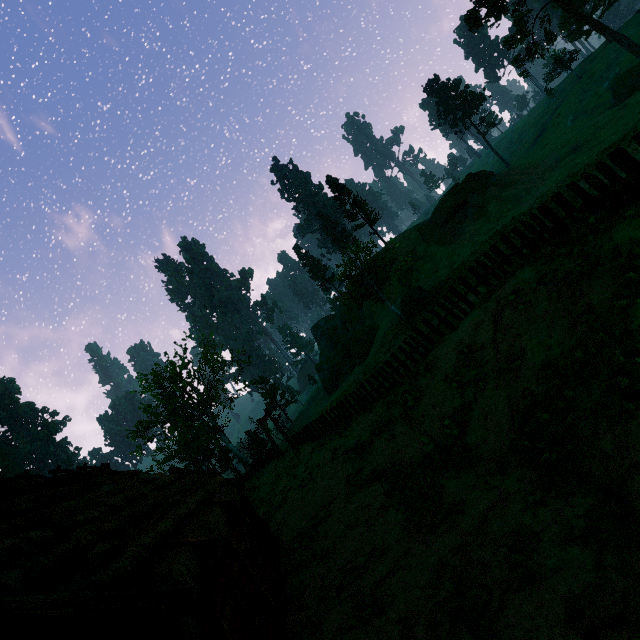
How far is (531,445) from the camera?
7.07m

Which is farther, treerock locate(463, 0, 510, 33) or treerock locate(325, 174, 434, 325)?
treerock locate(325, 174, 434, 325)

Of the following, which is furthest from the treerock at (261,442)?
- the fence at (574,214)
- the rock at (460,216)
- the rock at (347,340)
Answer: the rock at (460,216)

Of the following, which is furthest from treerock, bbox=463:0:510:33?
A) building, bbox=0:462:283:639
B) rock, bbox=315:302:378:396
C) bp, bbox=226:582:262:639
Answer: bp, bbox=226:582:262:639

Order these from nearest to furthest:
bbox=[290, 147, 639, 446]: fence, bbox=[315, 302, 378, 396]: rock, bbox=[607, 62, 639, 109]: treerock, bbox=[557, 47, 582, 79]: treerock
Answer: bbox=[290, 147, 639, 446]: fence → bbox=[607, 62, 639, 109]: treerock → bbox=[315, 302, 378, 396]: rock → bbox=[557, 47, 582, 79]: treerock

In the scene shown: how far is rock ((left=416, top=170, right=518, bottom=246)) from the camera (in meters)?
40.78

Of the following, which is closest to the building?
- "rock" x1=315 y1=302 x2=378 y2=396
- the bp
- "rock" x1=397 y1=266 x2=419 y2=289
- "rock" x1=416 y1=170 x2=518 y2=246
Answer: the bp

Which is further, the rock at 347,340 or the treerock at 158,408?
the rock at 347,340
